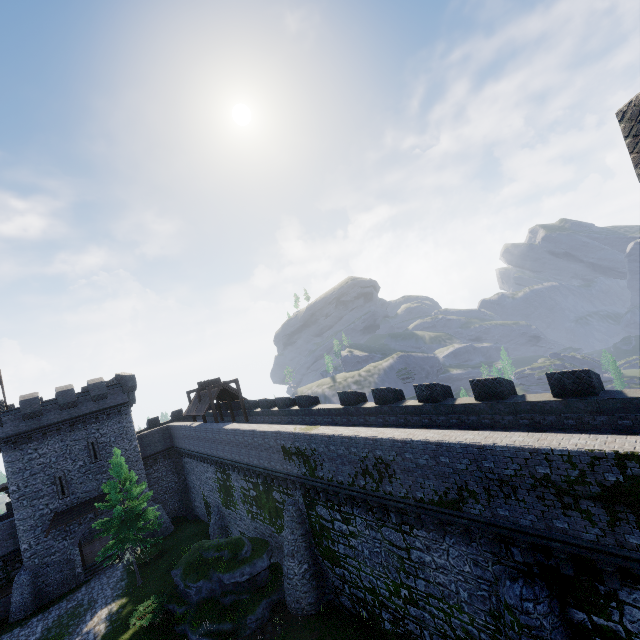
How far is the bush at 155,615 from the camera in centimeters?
1996cm

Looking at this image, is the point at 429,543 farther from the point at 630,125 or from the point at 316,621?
the point at 630,125

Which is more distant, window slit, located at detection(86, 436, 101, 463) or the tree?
window slit, located at detection(86, 436, 101, 463)

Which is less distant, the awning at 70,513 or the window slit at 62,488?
the awning at 70,513

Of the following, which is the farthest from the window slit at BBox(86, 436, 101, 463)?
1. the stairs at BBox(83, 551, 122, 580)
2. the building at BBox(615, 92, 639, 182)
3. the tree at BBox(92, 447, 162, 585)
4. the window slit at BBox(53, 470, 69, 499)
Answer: the building at BBox(615, 92, 639, 182)

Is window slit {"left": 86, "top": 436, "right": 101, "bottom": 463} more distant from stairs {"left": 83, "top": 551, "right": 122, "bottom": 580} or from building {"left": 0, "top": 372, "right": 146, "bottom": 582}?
stairs {"left": 83, "top": 551, "right": 122, "bottom": 580}

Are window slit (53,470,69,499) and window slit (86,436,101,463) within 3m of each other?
yes

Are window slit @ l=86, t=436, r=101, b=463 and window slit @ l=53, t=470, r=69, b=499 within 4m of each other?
yes
